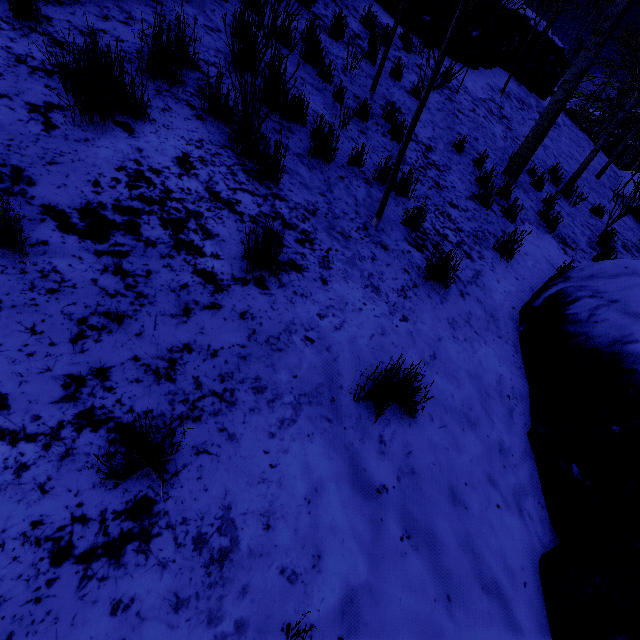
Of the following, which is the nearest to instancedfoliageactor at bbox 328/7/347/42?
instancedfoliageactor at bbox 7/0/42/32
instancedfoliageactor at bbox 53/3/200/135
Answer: instancedfoliageactor at bbox 53/3/200/135

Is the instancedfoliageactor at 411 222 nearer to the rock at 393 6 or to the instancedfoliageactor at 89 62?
the rock at 393 6

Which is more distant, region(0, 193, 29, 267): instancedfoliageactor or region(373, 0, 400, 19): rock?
region(373, 0, 400, 19): rock

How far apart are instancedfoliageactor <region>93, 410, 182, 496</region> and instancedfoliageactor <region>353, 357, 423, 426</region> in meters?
1.1 m

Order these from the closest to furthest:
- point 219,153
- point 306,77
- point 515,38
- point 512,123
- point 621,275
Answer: point 219,153 → point 621,275 → point 306,77 → point 512,123 → point 515,38

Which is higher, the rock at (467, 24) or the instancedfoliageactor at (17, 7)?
the rock at (467, 24)

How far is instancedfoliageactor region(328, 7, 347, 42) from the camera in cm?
579

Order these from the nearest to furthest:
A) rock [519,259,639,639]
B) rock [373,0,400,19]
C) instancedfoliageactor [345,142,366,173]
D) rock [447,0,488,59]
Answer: rock [519,259,639,639] < instancedfoliageactor [345,142,366,173] < rock [373,0,400,19] < rock [447,0,488,59]
